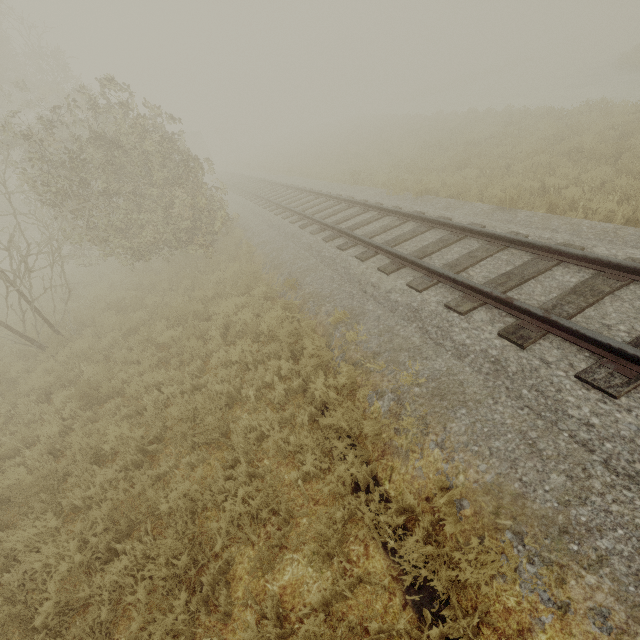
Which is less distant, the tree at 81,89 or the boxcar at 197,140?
the tree at 81,89

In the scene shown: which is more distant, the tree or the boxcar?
the boxcar

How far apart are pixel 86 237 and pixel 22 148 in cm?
744

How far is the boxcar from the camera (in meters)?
43.19

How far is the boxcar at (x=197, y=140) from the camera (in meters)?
Result: 43.19
